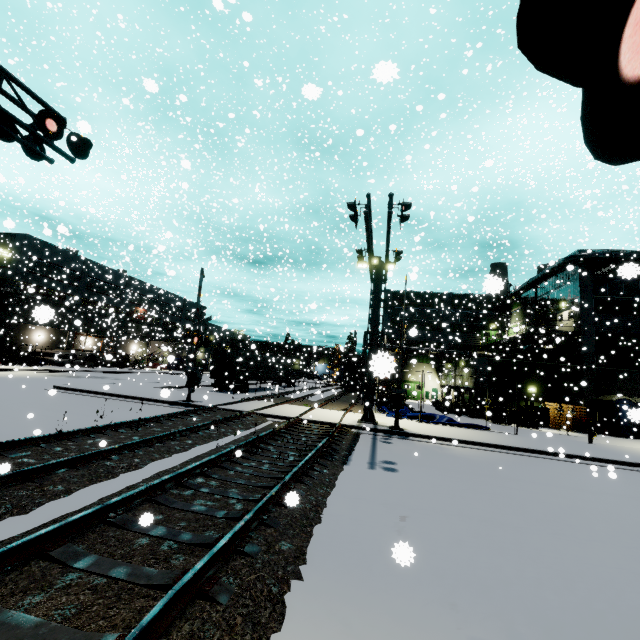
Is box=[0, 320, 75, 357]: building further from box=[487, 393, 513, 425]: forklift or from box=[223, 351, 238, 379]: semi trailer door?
box=[223, 351, 238, 379]: semi trailer door

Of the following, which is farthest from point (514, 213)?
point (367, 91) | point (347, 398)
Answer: point (347, 398)

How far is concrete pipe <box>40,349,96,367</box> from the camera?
37.59m

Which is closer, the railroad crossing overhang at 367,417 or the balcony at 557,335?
the railroad crossing overhang at 367,417

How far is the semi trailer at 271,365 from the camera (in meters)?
30.06

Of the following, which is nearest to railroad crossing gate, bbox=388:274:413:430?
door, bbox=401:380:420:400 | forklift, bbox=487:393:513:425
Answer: forklift, bbox=487:393:513:425

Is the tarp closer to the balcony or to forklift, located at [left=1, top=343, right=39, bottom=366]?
forklift, located at [left=1, top=343, right=39, bottom=366]

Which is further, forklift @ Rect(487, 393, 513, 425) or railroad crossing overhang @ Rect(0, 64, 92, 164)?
forklift @ Rect(487, 393, 513, 425)
